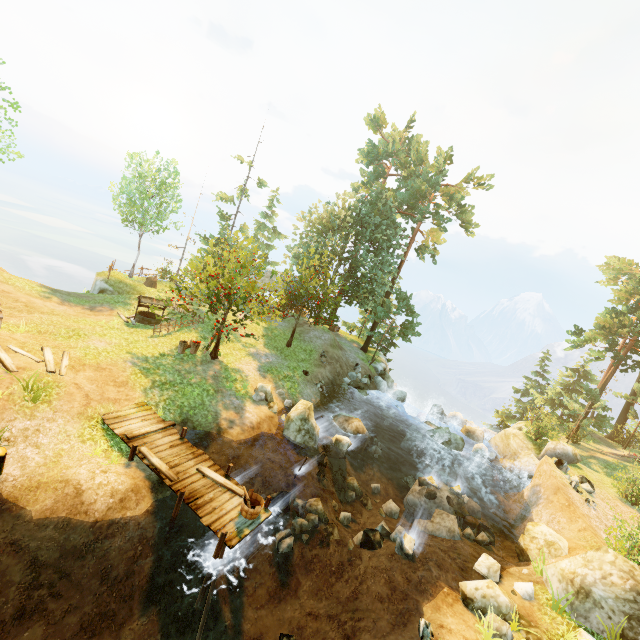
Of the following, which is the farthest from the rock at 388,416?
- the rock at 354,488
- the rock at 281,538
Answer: the rock at 281,538

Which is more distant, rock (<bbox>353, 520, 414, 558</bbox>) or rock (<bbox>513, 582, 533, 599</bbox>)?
rock (<bbox>353, 520, 414, 558</bbox>)

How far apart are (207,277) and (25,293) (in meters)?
9.75

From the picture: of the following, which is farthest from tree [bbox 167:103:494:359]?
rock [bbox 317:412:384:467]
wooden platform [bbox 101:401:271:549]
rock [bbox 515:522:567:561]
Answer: rock [bbox 515:522:567:561]

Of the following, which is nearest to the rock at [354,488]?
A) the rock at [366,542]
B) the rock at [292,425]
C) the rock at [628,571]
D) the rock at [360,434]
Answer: the rock at [292,425]

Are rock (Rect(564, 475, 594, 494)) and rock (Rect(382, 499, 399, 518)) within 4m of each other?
no

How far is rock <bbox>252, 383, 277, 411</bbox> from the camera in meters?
17.3

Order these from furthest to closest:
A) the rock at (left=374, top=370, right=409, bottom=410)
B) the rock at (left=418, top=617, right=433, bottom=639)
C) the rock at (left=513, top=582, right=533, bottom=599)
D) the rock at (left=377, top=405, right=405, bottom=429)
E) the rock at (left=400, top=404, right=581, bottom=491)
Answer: the rock at (left=374, top=370, right=409, bottom=410) → the rock at (left=377, top=405, right=405, bottom=429) → the rock at (left=400, top=404, right=581, bottom=491) → the rock at (left=513, top=582, right=533, bottom=599) → the rock at (left=418, top=617, right=433, bottom=639)
